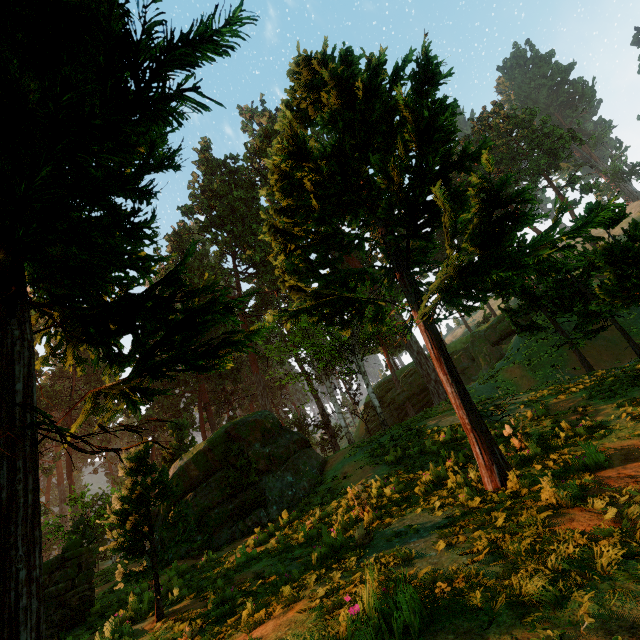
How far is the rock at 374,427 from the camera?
42.5 meters

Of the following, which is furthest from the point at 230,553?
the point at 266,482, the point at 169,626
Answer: the point at 169,626

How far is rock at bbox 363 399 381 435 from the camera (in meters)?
42.50

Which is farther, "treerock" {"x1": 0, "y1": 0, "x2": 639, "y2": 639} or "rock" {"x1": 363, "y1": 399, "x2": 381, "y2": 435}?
"rock" {"x1": 363, "y1": 399, "x2": 381, "y2": 435}

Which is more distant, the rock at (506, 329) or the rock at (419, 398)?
the rock at (419, 398)

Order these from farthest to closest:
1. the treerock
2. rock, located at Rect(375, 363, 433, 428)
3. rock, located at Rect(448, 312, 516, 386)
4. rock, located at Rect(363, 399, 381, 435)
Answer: rock, located at Rect(363, 399, 381, 435) < rock, located at Rect(375, 363, 433, 428) < rock, located at Rect(448, 312, 516, 386) < the treerock
